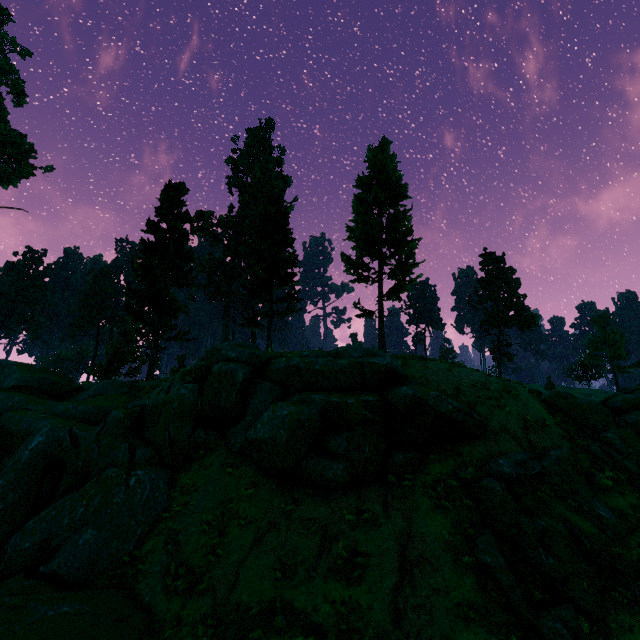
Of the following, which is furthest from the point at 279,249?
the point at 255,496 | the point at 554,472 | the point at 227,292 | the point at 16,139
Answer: the point at 16,139

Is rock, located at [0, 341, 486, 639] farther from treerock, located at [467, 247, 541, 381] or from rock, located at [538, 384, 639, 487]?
treerock, located at [467, 247, 541, 381]

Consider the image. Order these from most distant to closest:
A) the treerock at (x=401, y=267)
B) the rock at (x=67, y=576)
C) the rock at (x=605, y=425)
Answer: the treerock at (x=401, y=267), the rock at (x=605, y=425), the rock at (x=67, y=576)

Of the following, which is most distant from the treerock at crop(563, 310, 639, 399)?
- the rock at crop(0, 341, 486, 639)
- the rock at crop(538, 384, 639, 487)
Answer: the rock at crop(538, 384, 639, 487)

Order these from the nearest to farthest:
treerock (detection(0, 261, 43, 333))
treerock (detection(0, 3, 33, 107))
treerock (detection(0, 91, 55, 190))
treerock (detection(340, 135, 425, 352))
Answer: treerock (detection(340, 135, 425, 352)), treerock (detection(0, 91, 55, 190)), treerock (detection(0, 3, 33, 107)), treerock (detection(0, 261, 43, 333))

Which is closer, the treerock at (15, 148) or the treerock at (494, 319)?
the treerock at (15, 148)

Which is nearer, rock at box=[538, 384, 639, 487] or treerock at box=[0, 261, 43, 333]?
rock at box=[538, 384, 639, 487]
